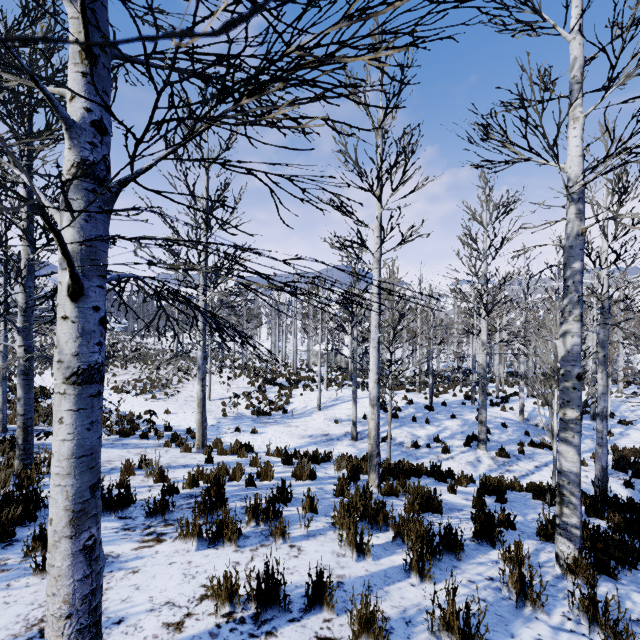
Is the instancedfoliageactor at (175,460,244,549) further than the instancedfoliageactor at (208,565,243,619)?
Yes

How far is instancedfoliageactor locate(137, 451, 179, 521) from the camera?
4.10m

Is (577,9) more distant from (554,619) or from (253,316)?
(253,316)

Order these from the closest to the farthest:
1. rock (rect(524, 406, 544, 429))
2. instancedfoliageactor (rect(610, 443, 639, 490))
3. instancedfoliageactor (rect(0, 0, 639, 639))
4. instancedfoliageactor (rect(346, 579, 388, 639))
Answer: instancedfoliageactor (rect(0, 0, 639, 639)) → instancedfoliageactor (rect(346, 579, 388, 639)) → instancedfoliageactor (rect(610, 443, 639, 490)) → rock (rect(524, 406, 544, 429))

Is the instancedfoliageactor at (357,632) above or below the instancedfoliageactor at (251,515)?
above

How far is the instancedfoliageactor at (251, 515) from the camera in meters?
3.7 m
